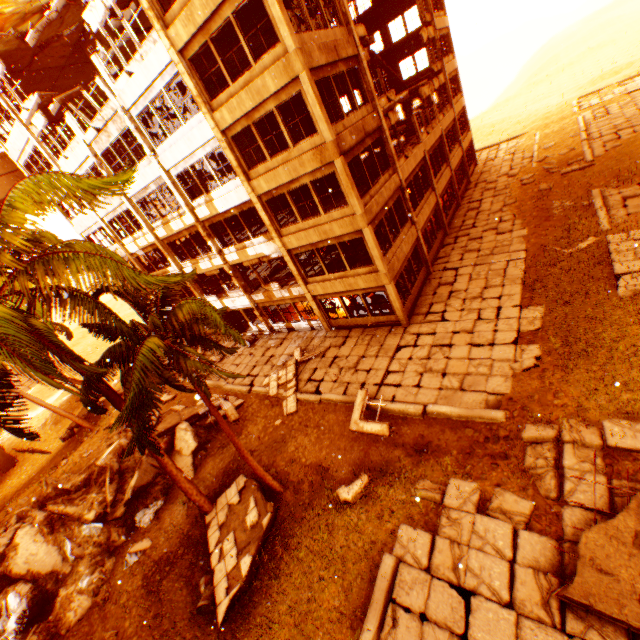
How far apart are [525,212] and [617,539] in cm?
1931

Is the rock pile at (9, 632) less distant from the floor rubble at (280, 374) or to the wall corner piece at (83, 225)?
the floor rubble at (280, 374)

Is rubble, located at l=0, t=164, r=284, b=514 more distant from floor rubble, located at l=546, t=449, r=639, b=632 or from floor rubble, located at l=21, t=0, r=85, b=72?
floor rubble, located at l=546, t=449, r=639, b=632

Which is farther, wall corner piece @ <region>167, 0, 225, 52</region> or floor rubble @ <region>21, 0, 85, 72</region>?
floor rubble @ <region>21, 0, 85, 72</region>

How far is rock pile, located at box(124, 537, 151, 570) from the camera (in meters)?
12.05

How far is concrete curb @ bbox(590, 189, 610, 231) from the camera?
15.27m

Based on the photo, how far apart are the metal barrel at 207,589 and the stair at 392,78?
29.3m

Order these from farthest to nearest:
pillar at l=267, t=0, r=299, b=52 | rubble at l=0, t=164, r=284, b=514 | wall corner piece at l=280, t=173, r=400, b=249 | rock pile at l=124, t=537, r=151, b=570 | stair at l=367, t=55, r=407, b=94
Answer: stair at l=367, t=55, r=407, b=94, wall corner piece at l=280, t=173, r=400, b=249, rock pile at l=124, t=537, r=151, b=570, pillar at l=267, t=0, r=299, b=52, rubble at l=0, t=164, r=284, b=514
